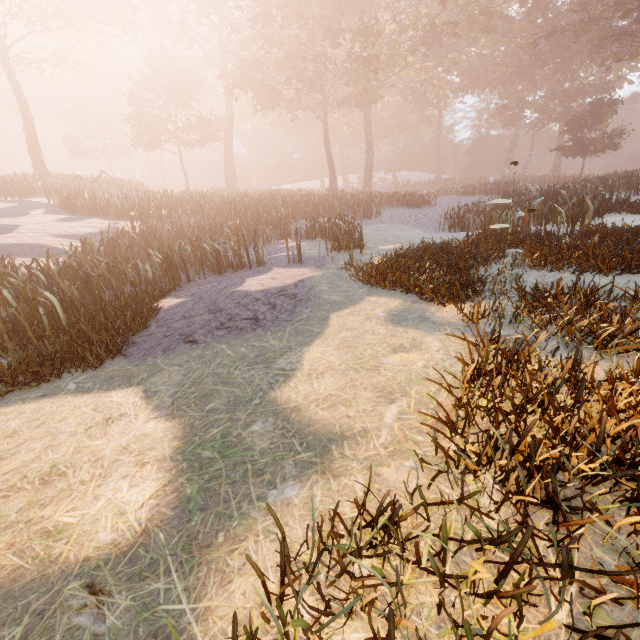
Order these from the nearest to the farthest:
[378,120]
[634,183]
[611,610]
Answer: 1. [611,610]
2. [634,183]
3. [378,120]
